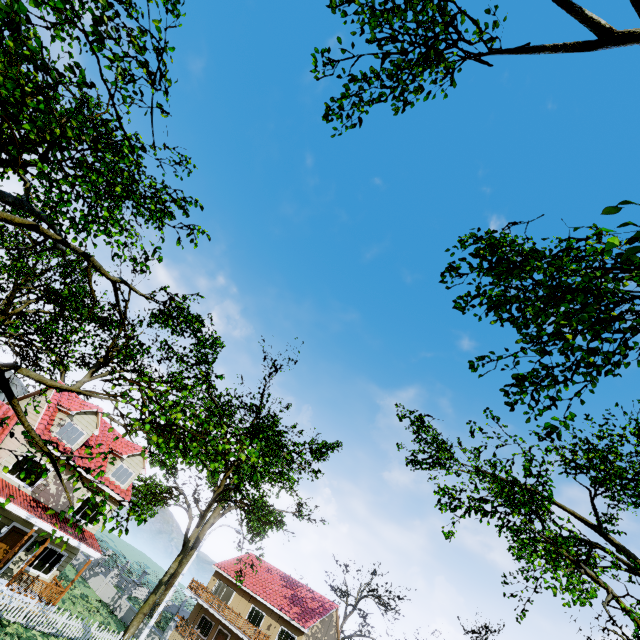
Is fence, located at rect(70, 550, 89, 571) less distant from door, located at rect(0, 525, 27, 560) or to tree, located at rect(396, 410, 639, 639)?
tree, located at rect(396, 410, 639, 639)

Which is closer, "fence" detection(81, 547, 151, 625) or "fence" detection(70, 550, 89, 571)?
"fence" detection(81, 547, 151, 625)

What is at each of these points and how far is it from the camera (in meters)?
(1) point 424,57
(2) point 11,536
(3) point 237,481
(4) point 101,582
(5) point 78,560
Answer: (1) tree, 10.75
(2) door, 18.34
(3) tree, 5.50
(4) fence, 30.31
(5) fence, 33.03

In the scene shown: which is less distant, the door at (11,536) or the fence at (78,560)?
the door at (11,536)

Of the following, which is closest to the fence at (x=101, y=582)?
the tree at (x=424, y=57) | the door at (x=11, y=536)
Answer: the tree at (x=424, y=57)

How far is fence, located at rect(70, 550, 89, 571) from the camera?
32.39m

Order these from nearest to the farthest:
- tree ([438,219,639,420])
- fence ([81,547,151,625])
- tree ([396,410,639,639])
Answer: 1. tree ([438,219,639,420])
2. tree ([396,410,639,639])
3. fence ([81,547,151,625])
